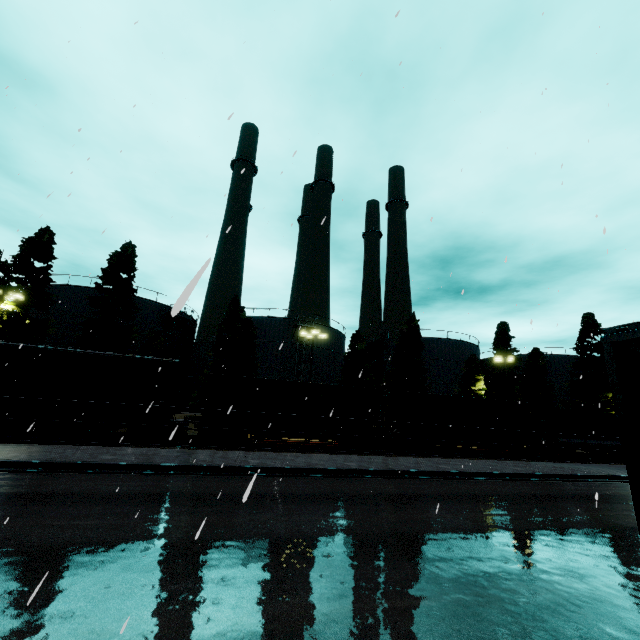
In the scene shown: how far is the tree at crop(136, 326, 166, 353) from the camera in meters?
29.8 m

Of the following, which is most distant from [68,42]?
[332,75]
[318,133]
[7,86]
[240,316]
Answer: [240,316]

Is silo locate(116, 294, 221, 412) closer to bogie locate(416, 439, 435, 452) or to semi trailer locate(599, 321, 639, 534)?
semi trailer locate(599, 321, 639, 534)

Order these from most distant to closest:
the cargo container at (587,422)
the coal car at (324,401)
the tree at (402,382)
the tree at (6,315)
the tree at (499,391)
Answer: the tree at (499,391) → the tree at (402,382) → the cargo container at (587,422) → the tree at (6,315) → the coal car at (324,401)

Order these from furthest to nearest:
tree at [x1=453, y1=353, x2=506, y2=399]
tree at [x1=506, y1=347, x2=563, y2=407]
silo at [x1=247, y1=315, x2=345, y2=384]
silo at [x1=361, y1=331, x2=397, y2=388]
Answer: silo at [x1=361, y1=331, x2=397, y2=388] < tree at [x1=506, y1=347, x2=563, y2=407] < silo at [x1=247, y1=315, x2=345, y2=384] < tree at [x1=453, y1=353, x2=506, y2=399]

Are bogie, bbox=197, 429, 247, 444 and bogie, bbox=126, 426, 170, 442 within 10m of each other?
yes

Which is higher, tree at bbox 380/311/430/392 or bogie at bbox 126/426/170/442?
tree at bbox 380/311/430/392

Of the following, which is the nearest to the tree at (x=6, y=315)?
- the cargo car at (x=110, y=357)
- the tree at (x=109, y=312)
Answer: the tree at (x=109, y=312)
